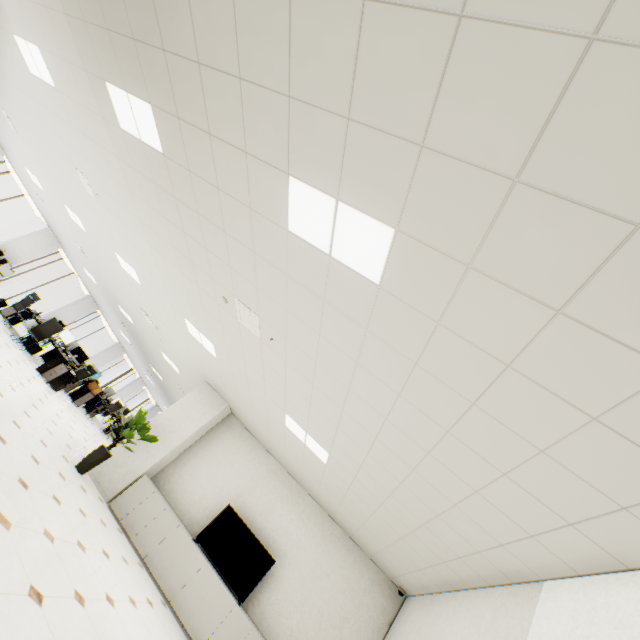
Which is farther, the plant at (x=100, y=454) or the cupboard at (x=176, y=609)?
the plant at (x=100, y=454)

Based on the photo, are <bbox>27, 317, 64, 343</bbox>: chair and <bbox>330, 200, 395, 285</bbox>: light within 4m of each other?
no

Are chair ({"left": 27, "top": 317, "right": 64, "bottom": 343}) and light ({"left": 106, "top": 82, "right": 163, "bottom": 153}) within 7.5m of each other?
no

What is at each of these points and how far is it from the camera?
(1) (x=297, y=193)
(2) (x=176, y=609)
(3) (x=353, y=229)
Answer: (1) light, 2.50m
(2) cupboard, 5.41m
(3) light, 2.30m

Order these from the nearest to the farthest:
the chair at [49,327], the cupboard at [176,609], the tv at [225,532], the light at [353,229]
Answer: the light at [353,229], the cupboard at [176,609], the tv at [225,532], the chair at [49,327]

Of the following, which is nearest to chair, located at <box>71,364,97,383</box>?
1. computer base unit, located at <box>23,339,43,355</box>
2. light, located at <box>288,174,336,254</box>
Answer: computer base unit, located at <box>23,339,43,355</box>

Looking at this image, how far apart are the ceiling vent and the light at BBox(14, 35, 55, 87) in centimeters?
439cm

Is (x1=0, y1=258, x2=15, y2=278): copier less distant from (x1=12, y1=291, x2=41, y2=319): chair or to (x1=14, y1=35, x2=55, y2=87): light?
(x1=12, y1=291, x2=41, y2=319): chair
